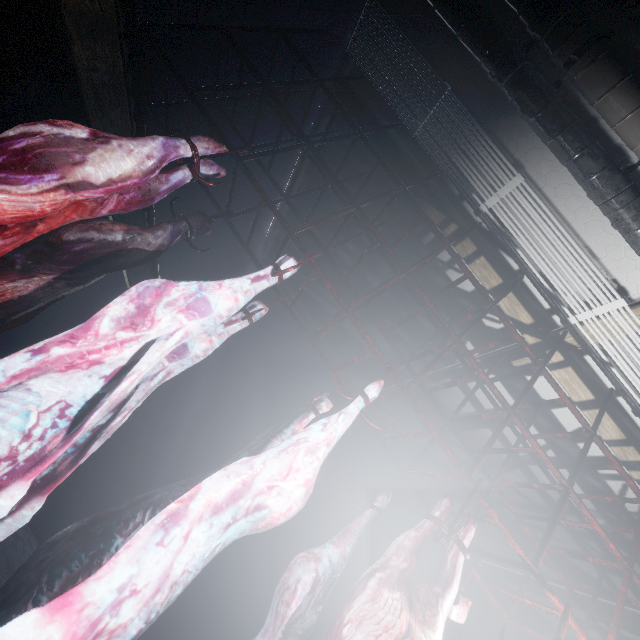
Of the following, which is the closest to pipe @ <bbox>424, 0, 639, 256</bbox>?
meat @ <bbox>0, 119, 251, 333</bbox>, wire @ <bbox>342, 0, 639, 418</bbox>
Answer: wire @ <bbox>342, 0, 639, 418</bbox>

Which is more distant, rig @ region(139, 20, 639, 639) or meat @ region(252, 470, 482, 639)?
rig @ region(139, 20, 639, 639)

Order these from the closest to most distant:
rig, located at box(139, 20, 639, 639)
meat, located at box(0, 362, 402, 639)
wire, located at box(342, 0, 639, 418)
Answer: meat, located at box(0, 362, 402, 639) → rig, located at box(139, 20, 639, 639) → wire, located at box(342, 0, 639, 418)

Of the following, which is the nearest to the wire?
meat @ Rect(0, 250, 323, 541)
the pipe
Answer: the pipe

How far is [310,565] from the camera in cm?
143

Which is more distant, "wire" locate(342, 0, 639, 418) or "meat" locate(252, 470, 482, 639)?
"wire" locate(342, 0, 639, 418)

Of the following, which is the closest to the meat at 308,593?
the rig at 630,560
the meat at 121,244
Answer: the rig at 630,560

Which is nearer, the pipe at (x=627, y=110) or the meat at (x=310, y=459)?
the meat at (x=310, y=459)
